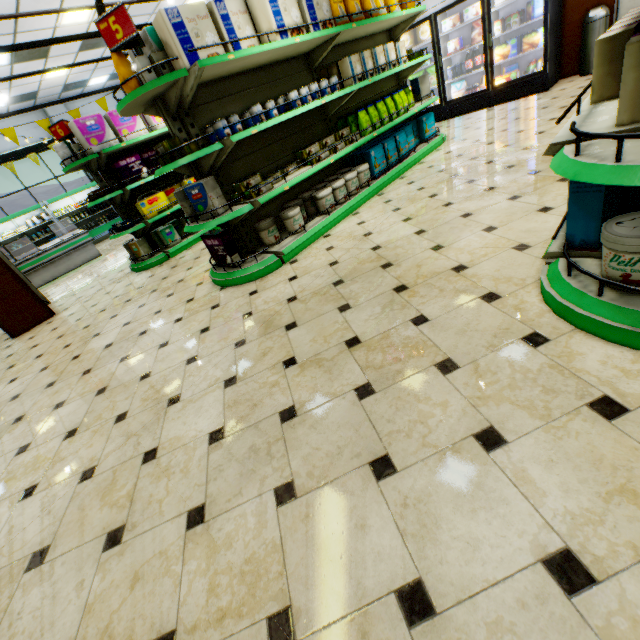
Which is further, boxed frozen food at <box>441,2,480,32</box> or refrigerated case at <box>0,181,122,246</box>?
refrigerated case at <box>0,181,122,246</box>

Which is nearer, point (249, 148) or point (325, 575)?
point (325, 575)

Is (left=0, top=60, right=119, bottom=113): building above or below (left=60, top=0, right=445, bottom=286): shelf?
above

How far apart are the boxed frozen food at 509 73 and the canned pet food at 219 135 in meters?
6.5 m

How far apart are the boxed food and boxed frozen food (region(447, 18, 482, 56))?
0.4 meters

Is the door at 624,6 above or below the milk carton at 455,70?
below

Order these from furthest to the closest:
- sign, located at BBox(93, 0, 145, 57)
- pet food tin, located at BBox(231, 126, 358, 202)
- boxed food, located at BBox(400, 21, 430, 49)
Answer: boxed food, located at BBox(400, 21, 430, 49) → pet food tin, located at BBox(231, 126, 358, 202) → sign, located at BBox(93, 0, 145, 57)

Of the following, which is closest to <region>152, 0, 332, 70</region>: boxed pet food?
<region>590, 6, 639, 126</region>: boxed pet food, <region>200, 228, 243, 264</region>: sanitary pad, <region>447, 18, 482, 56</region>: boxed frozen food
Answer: <region>200, 228, 243, 264</region>: sanitary pad
